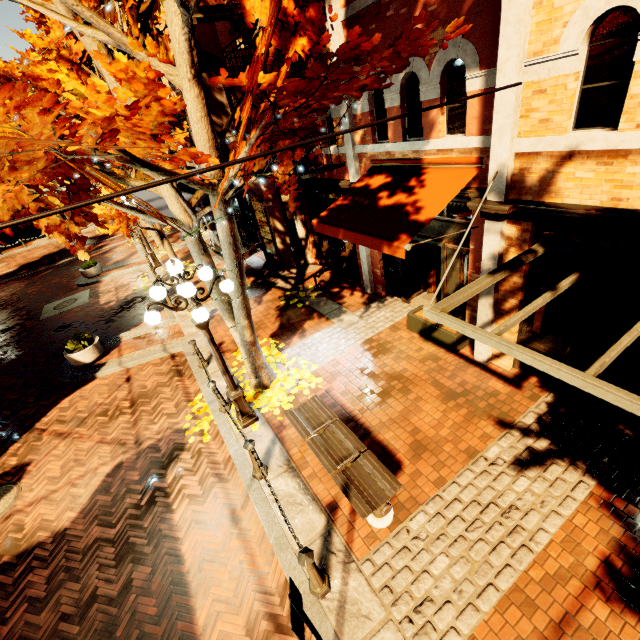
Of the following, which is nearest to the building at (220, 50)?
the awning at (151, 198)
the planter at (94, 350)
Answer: the awning at (151, 198)

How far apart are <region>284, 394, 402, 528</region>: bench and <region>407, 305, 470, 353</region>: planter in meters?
3.2 m

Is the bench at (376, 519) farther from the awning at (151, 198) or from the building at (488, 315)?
the awning at (151, 198)

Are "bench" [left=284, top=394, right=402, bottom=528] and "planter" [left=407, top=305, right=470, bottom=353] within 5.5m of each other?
yes

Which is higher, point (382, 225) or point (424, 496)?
point (382, 225)

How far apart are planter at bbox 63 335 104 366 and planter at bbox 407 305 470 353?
9.4m

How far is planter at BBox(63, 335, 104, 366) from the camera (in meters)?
9.72

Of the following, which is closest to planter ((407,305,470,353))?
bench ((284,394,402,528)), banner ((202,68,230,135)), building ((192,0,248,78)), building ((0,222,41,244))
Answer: building ((192,0,248,78))
